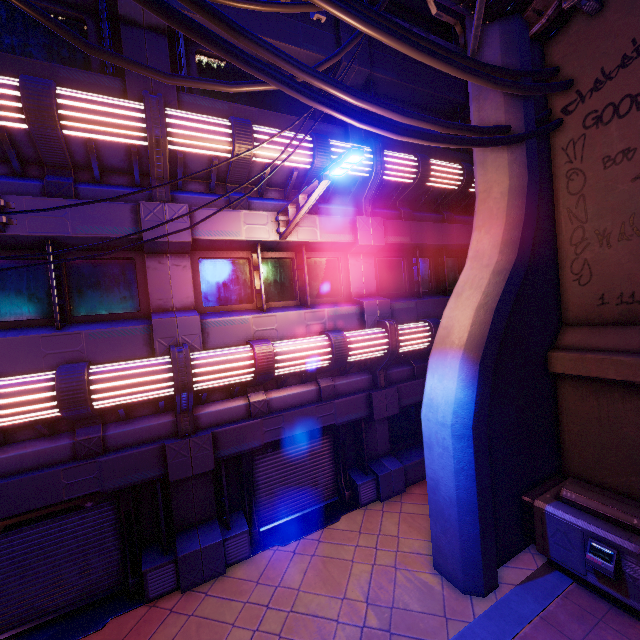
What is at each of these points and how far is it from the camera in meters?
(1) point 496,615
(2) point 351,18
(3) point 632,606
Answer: (1) beam, 5.3
(2) cable, 4.2
(3) generator, 5.0

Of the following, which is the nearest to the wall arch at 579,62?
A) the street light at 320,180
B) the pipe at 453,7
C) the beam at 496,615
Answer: the pipe at 453,7

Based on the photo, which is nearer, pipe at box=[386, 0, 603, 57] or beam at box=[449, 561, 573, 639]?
beam at box=[449, 561, 573, 639]

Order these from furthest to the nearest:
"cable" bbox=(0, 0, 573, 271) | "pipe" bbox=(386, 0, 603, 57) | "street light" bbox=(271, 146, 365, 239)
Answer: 1. "pipe" bbox=(386, 0, 603, 57)
2. "street light" bbox=(271, 146, 365, 239)
3. "cable" bbox=(0, 0, 573, 271)

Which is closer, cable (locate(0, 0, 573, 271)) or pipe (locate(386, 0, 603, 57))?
cable (locate(0, 0, 573, 271))

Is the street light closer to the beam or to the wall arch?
the wall arch

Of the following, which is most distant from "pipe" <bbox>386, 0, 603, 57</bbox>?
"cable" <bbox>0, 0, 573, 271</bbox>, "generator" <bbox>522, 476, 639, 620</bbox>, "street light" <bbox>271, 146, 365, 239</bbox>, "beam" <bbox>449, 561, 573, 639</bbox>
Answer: "beam" <bbox>449, 561, 573, 639</bbox>

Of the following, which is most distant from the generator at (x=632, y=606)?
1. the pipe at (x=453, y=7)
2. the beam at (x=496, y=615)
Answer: the pipe at (x=453, y=7)
